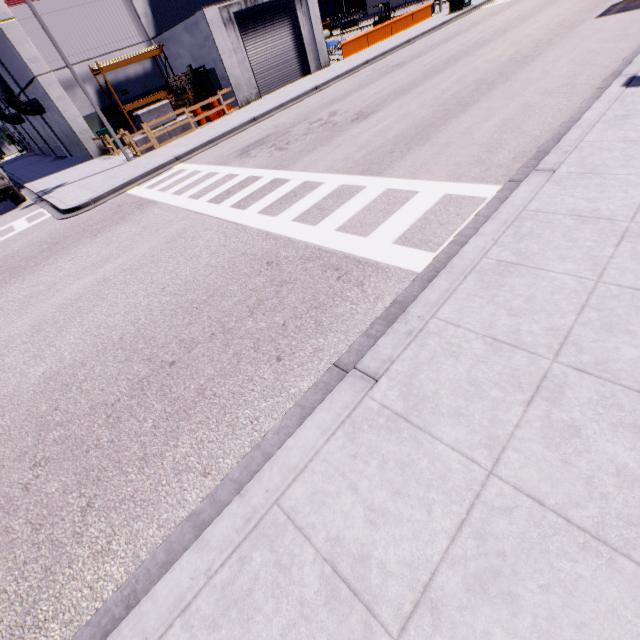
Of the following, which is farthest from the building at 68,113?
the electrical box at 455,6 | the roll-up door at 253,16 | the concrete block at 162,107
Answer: the concrete block at 162,107

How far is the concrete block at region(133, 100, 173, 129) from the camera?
17.7 meters

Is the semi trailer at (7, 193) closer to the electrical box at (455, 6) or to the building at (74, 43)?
the building at (74, 43)

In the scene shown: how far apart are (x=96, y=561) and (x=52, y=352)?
4.6m

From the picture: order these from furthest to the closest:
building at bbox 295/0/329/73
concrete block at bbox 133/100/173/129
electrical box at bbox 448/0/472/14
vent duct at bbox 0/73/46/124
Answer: electrical box at bbox 448/0/472/14
vent duct at bbox 0/73/46/124
building at bbox 295/0/329/73
concrete block at bbox 133/100/173/129

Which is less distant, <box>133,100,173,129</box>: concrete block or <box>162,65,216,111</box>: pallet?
<box>133,100,173,129</box>: concrete block

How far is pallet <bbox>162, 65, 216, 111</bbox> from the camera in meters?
20.2

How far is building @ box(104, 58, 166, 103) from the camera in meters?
22.4 m
